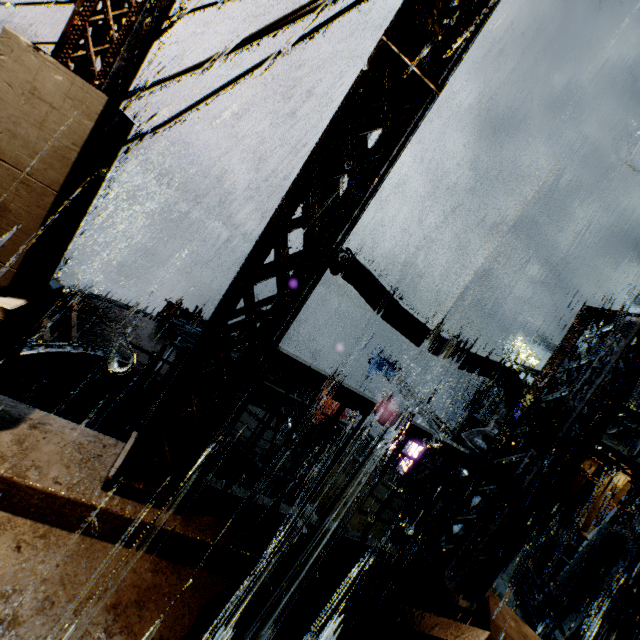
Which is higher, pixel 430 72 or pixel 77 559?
pixel 430 72

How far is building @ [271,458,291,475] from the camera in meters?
11.2

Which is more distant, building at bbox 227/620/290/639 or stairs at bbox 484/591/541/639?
stairs at bbox 484/591/541/639

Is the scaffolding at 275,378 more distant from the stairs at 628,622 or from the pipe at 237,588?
the stairs at 628,622

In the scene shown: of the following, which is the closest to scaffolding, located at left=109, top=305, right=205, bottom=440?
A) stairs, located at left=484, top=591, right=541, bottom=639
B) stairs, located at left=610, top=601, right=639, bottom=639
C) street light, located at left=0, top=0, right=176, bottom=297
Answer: street light, located at left=0, top=0, right=176, bottom=297

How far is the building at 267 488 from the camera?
4.2m

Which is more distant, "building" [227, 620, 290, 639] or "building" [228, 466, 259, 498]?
"building" [228, 466, 259, 498]

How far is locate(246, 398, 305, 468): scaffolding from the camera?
6.1m
